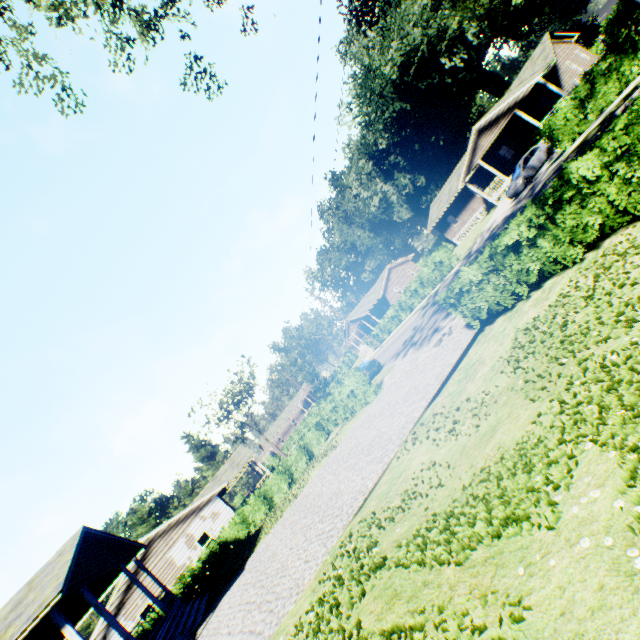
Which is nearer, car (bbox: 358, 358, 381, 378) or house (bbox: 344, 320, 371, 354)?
car (bbox: 358, 358, 381, 378)

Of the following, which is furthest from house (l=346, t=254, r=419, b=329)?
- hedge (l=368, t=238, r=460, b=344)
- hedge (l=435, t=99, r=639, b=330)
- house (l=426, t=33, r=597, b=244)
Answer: hedge (l=435, t=99, r=639, b=330)

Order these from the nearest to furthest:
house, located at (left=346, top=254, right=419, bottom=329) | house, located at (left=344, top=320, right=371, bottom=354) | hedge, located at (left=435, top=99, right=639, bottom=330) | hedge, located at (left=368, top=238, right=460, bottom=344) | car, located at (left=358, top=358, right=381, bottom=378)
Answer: hedge, located at (left=435, top=99, right=639, bottom=330), car, located at (left=358, top=358, right=381, bottom=378), hedge, located at (left=368, top=238, right=460, bottom=344), house, located at (left=346, top=254, right=419, bottom=329), house, located at (left=344, top=320, right=371, bottom=354)

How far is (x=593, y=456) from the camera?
3.4m

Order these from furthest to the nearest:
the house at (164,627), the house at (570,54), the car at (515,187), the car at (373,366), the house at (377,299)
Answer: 1. the house at (377,299)
2. the house at (570,54)
3. the car at (373,366)
4. the car at (515,187)
5. the house at (164,627)

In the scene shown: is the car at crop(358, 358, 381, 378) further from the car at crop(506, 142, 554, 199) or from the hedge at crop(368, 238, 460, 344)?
the car at crop(506, 142, 554, 199)

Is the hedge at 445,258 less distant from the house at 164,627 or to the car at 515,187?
the car at 515,187

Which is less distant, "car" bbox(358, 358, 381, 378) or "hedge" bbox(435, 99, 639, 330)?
"hedge" bbox(435, 99, 639, 330)
